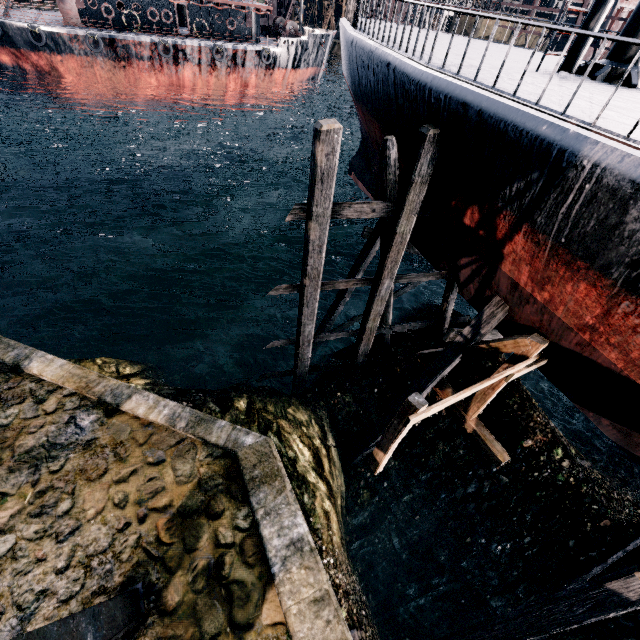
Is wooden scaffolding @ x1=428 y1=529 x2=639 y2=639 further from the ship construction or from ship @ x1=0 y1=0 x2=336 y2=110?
ship @ x1=0 y1=0 x2=336 y2=110

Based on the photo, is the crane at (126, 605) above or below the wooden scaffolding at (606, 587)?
above

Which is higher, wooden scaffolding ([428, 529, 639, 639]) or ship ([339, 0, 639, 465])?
ship ([339, 0, 639, 465])

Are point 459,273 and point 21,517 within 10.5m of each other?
no

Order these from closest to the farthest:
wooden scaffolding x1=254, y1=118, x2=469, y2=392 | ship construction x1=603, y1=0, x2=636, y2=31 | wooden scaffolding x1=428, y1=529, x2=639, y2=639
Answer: wooden scaffolding x1=428, y1=529, x2=639, y2=639 → wooden scaffolding x1=254, y1=118, x2=469, y2=392 → ship construction x1=603, y1=0, x2=636, y2=31

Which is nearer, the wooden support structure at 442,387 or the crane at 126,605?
Answer: the crane at 126,605

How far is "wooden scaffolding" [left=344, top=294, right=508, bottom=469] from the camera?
9.49m

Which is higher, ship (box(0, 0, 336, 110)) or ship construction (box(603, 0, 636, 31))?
ship construction (box(603, 0, 636, 31))
